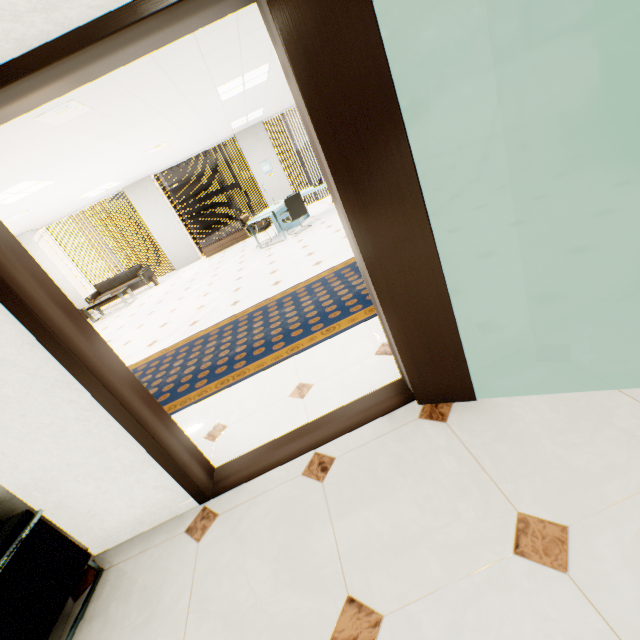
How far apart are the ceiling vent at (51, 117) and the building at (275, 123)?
63.8 meters

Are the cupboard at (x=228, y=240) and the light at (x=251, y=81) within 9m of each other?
yes

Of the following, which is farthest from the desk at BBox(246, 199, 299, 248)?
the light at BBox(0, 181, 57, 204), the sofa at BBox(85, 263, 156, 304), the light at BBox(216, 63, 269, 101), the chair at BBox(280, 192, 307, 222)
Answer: the sofa at BBox(85, 263, 156, 304)

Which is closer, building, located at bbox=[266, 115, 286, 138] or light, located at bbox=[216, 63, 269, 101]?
light, located at bbox=[216, 63, 269, 101]

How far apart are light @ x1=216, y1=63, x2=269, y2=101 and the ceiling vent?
2.22m

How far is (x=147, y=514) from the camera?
1.9m

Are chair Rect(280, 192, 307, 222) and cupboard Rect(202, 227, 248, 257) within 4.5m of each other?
yes

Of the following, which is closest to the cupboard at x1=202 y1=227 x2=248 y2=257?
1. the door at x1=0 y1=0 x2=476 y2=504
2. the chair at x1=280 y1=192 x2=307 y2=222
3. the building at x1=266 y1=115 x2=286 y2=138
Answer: the chair at x1=280 y1=192 x2=307 y2=222
